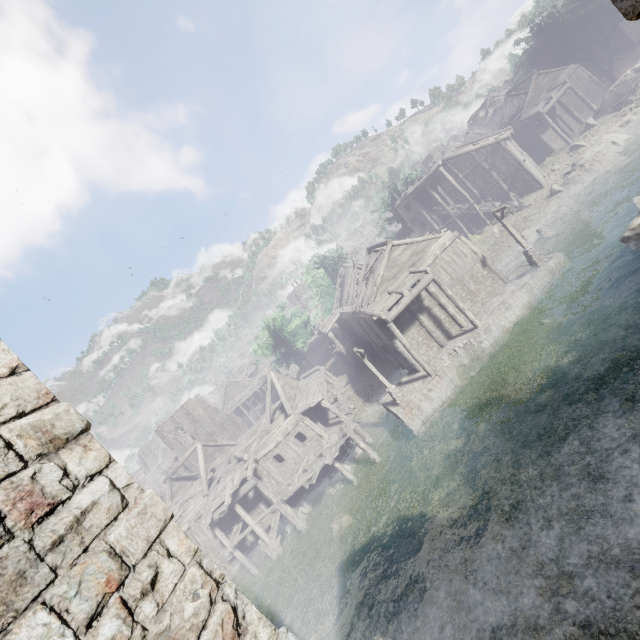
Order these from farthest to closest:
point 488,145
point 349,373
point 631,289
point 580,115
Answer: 1. point 580,115
2. point 349,373
3. point 488,145
4. point 631,289

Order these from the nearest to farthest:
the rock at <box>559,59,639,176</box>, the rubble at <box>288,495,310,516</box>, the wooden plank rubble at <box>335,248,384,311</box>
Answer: the rubble at <box>288,495,310,516</box> → the wooden plank rubble at <box>335,248,384,311</box> → the rock at <box>559,59,639,176</box>

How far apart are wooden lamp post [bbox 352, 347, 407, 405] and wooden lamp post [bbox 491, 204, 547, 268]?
13.0 meters

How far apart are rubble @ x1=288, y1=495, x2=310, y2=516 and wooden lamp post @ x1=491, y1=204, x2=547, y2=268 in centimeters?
2321cm

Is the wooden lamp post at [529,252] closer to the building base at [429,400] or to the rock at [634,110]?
the building base at [429,400]

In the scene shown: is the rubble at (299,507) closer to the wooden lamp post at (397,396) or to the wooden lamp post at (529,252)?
the wooden lamp post at (397,396)

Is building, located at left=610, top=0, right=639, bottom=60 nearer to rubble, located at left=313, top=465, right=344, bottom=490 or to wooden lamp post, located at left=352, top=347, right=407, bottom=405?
rubble, located at left=313, top=465, right=344, bottom=490

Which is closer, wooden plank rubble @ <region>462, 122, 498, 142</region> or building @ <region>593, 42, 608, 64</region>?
building @ <region>593, 42, 608, 64</region>
